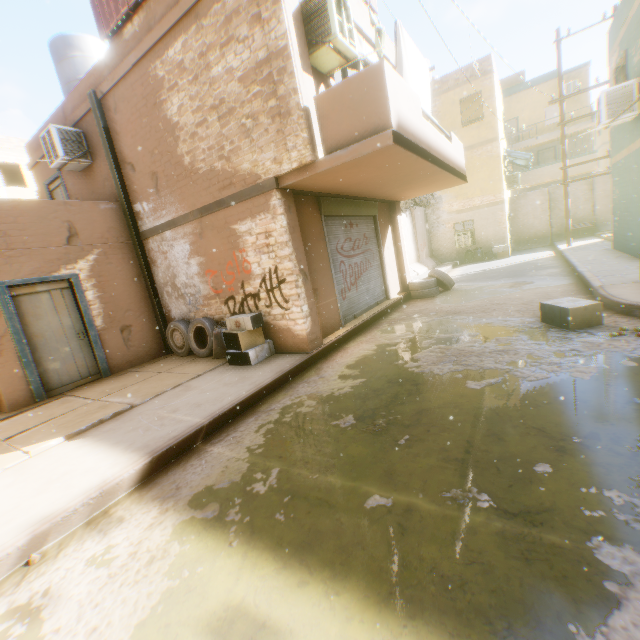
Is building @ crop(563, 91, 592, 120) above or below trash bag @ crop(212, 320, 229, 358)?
above

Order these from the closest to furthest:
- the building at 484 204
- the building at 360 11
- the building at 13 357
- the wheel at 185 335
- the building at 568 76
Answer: the building at 13 357, the building at 360 11, the wheel at 185 335, the building at 484 204, the building at 568 76

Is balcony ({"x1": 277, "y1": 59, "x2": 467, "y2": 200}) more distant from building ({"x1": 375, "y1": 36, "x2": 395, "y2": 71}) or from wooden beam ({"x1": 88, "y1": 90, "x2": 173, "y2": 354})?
wooden beam ({"x1": 88, "y1": 90, "x2": 173, "y2": 354})

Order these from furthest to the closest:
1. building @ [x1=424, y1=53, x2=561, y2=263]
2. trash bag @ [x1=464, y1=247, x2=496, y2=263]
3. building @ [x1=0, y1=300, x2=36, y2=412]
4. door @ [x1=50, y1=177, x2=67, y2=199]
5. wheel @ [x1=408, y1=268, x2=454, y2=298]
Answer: trash bag @ [x1=464, y1=247, x2=496, y2=263]
building @ [x1=424, y1=53, x2=561, y2=263]
wheel @ [x1=408, y1=268, x2=454, y2=298]
door @ [x1=50, y1=177, x2=67, y2=199]
building @ [x1=0, y1=300, x2=36, y2=412]

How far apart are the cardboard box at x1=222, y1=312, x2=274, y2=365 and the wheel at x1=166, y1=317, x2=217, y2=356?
0.43m

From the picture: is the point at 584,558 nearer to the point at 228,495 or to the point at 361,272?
the point at 228,495

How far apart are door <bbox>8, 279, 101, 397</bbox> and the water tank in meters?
1.7

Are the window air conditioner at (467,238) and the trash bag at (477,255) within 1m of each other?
yes
